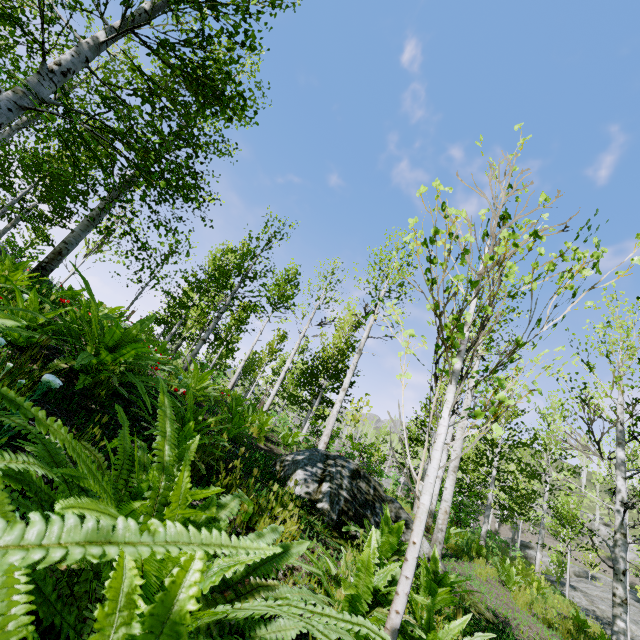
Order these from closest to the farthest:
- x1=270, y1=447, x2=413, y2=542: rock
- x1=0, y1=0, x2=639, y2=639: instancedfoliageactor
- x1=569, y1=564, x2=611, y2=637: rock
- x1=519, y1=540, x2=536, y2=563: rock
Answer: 1. x1=0, y1=0, x2=639, y2=639: instancedfoliageactor
2. x1=270, y1=447, x2=413, y2=542: rock
3. x1=569, y1=564, x2=611, y2=637: rock
4. x1=519, y1=540, x2=536, y2=563: rock

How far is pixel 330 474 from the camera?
5.0m

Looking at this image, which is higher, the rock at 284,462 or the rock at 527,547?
the rock at 527,547

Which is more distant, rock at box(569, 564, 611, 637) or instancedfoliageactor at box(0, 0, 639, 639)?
rock at box(569, 564, 611, 637)

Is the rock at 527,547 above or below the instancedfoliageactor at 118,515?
above

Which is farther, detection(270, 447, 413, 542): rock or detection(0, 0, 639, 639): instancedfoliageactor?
detection(270, 447, 413, 542): rock

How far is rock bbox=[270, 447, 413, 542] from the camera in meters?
4.4

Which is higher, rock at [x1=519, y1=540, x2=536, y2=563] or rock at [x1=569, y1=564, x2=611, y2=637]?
rock at [x1=519, y1=540, x2=536, y2=563]
